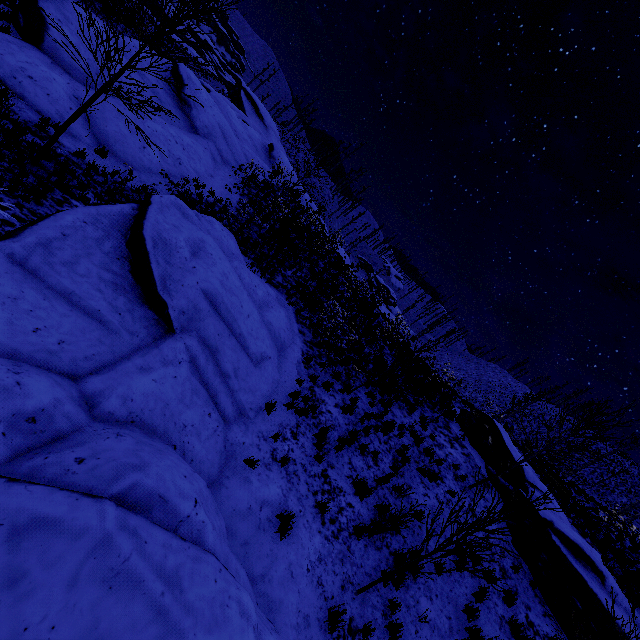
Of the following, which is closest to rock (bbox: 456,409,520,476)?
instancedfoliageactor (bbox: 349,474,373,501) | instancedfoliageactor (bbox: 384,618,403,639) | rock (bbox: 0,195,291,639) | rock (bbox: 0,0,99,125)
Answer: instancedfoliageactor (bbox: 384,618,403,639)

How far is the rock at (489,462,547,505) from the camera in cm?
1270

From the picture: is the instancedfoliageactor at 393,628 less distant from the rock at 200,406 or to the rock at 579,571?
the rock at 200,406

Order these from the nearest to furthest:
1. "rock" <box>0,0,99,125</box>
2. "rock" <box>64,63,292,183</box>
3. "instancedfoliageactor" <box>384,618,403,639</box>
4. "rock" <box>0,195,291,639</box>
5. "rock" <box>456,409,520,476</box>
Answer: "rock" <box>0,195,291,639</box> → "instancedfoliageactor" <box>384,618,403,639</box> → "rock" <box>0,0,99,125</box> → "rock" <box>64,63,292,183</box> → "rock" <box>456,409,520,476</box>

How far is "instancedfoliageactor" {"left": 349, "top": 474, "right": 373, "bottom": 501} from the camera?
8.5 meters

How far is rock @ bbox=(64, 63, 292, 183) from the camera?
11.61m

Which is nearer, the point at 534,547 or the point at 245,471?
the point at 245,471

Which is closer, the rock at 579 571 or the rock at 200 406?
the rock at 200 406
